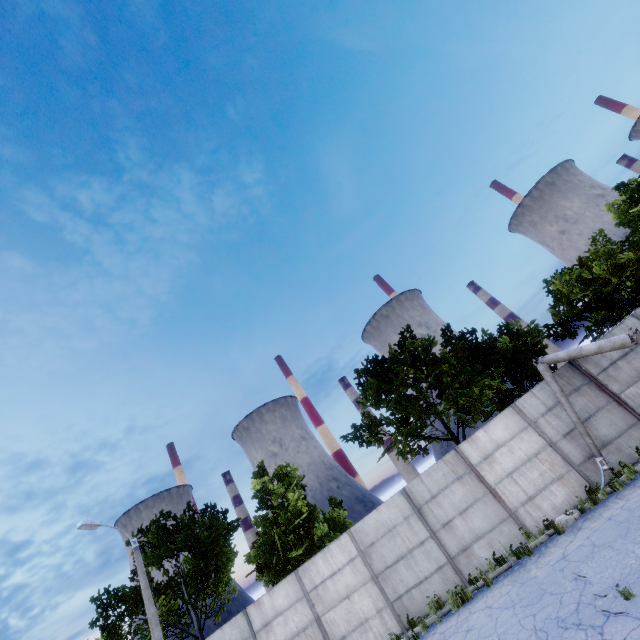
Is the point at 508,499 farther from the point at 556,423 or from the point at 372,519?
the point at 372,519

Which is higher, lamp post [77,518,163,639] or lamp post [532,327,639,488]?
lamp post [77,518,163,639]

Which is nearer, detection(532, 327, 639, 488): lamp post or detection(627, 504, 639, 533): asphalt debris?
detection(627, 504, 639, 533): asphalt debris

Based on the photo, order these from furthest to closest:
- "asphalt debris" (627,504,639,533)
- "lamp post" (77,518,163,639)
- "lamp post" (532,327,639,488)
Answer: "lamp post" (77,518,163,639) → "lamp post" (532,327,639,488) → "asphalt debris" (627,504,639,533)

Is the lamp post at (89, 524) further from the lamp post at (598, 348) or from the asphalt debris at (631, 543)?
the lamp post at (598, 348)

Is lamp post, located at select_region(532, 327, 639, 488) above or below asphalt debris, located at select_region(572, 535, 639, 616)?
above

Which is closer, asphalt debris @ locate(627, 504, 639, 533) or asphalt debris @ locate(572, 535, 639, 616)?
asphalt debris @ locate(572, 535, 639, 616)

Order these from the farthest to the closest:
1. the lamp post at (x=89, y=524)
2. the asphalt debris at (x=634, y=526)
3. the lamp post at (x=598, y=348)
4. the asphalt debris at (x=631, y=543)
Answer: the lamp post at (x=89, y=524) → the lamp post at (x=598, y=348) → the asphalt debris at (x=634, y=526) → the asphalt debris at (x=631, y=543)
